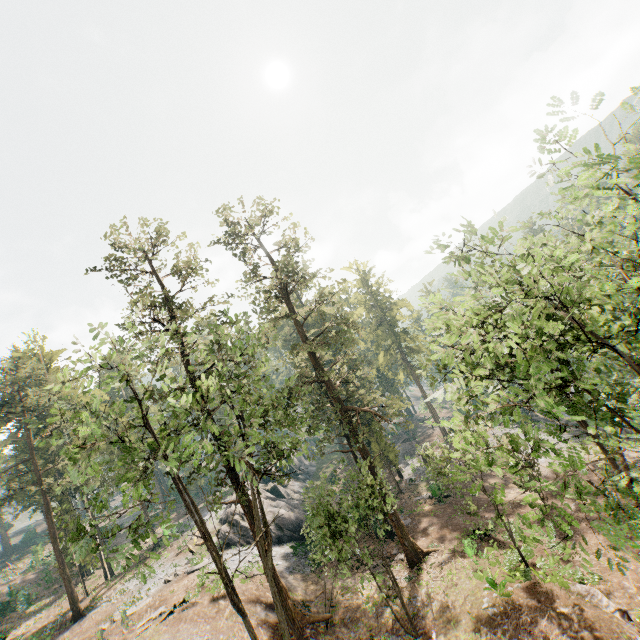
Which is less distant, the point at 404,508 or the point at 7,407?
the point at 404,508

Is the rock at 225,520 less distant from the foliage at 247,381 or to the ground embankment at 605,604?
the foliage at 247,381

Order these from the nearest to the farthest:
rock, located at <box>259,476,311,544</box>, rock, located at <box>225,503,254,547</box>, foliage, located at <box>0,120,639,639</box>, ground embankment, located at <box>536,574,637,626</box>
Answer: foliage, located at <box>0,120,639,639</box> < ground embankment, located at <box>536,574,637,626</box> < rock, located at <box>225,503,254,547</box> < rock, located at <box>259,476,311,544</box>

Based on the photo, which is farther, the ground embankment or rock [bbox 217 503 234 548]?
rock [bbox 217 503 234 548]

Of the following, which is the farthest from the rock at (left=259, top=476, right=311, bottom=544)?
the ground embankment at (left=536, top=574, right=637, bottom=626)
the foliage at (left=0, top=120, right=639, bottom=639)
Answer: the ground embankment at (left=536, top=574, right=637, bottom=626)

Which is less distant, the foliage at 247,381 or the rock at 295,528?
the foliage at 247,381

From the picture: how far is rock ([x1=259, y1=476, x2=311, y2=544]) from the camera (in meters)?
32.66
